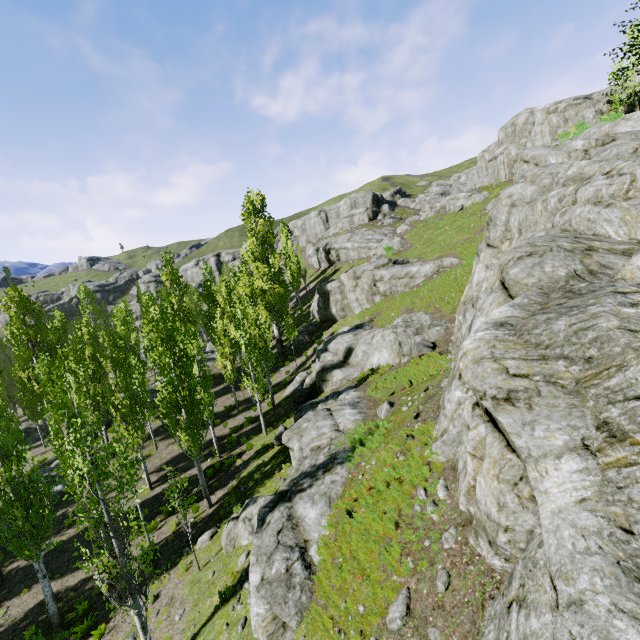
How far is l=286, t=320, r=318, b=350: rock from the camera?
35.91m

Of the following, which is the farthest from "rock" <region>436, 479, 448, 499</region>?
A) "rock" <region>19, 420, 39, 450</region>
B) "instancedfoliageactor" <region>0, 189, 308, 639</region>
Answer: "rock" <region>19, 420, 39, 450</region>

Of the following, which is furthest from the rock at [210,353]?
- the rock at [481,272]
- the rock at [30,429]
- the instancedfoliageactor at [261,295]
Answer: the rock at [481,272]

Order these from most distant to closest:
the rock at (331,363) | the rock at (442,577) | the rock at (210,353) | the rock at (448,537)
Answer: the rock at (210,353) → the rock at (331,363) → the rock at (448,537) → the rock at (442,577)

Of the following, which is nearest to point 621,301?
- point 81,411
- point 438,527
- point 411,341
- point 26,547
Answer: point 438,527

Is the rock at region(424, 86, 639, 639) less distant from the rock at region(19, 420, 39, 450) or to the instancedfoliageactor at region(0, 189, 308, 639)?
the instancedfoliageactor at region(0, 189, 308, 639)
